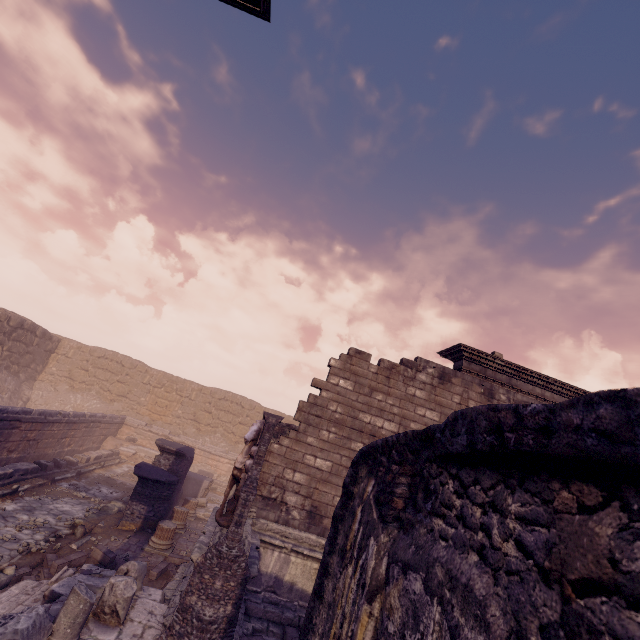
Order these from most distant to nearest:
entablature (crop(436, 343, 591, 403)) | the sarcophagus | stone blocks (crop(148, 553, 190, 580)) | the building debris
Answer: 1. the sarcophagus
2. entablature (crop(436, 343, 591, 403))
3. stone blocks (crop(148, 553, 190, 580))
4. the building debris

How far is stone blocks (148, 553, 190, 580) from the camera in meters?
7.4 m

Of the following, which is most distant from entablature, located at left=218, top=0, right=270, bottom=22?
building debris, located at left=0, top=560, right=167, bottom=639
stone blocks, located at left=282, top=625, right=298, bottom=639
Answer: stone blocks, located at left=282, top=625, right=298, bottom=639

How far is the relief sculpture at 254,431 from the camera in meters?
6.1 m

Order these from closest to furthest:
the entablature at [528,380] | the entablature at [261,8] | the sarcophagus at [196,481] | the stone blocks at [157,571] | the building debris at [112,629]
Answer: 1. the entablature at [261,8]
2. the building debris at [112,629]
3. the stone blocks at [157,571]
4. the entablature at [528,380]
5. the sarcophagus at [196,481]

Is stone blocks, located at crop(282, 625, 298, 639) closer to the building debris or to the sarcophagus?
the building debris

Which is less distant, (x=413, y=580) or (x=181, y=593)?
(x=413, y=580)

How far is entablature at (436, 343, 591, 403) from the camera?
10.1 meters
